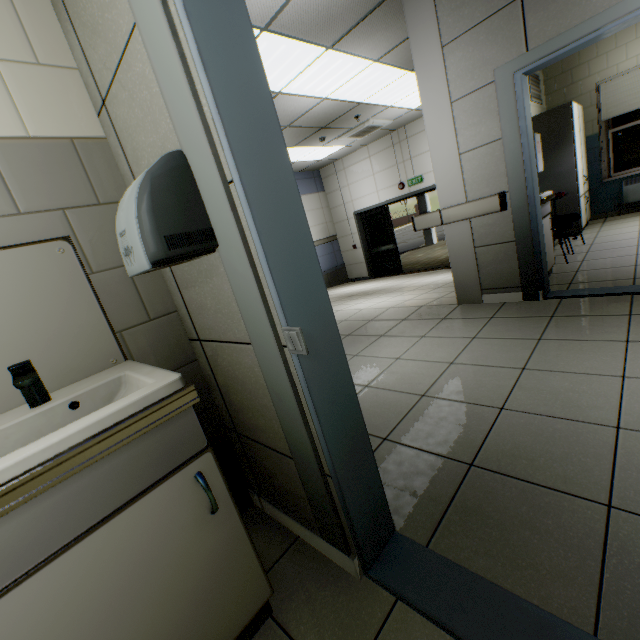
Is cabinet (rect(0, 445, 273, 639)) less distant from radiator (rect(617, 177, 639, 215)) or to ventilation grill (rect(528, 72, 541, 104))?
ventilation grill (rect(528, 72, 541, 104))

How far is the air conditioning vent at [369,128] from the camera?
7.0m

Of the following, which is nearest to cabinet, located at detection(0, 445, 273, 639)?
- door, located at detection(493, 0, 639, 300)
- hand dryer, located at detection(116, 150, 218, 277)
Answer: hand dryer, located at detection(116, 150, 218, 277)

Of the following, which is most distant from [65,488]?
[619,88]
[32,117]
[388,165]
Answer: [388,165]

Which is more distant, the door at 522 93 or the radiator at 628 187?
the radiator at 628 187

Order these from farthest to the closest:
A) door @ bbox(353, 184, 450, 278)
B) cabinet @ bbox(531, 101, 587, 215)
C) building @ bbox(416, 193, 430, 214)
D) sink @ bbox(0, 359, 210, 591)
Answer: building @ bbox(416, 193, 430, 214) < door @ bbox(353, 184, 450, 278) < cabinet @ bbox(531, 101, 587, 215) < sink @ bbox(0, 359, 210, 591)

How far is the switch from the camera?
0.9 meters

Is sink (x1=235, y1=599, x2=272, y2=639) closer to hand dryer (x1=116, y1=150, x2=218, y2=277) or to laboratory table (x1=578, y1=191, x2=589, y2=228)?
hand dryer (x1=116, y1=150, x2=218, y2=277)
